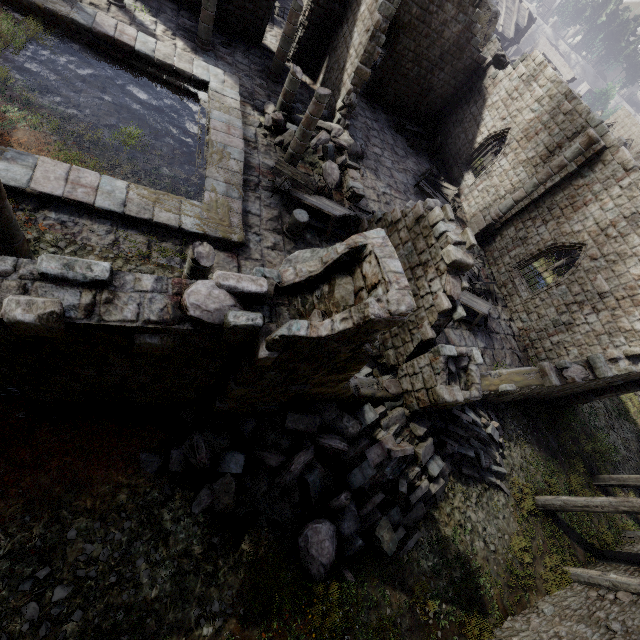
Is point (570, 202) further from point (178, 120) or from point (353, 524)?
point (178, 120)

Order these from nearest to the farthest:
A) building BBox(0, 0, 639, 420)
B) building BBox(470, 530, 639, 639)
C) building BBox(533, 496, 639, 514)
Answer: building BBox(0, 0, 639, 420), building BBox(470, 530, 639, 639), building BBox(533, 496, 639, 514)

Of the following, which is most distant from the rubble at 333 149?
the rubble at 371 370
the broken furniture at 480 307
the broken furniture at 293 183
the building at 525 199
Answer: the rubble at 371 370

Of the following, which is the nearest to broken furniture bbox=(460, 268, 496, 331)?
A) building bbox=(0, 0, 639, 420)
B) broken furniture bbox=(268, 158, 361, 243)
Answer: building bbox=(0, 0, 639, 420)

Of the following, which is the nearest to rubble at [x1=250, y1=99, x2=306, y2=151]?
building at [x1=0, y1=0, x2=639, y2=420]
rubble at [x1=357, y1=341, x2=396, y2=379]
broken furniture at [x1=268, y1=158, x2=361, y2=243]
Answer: building at [x1=0, y1=0, x2=639, y2=420]

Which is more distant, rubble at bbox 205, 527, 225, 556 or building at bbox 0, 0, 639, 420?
rubble at bbox 205, 527, 225, 556

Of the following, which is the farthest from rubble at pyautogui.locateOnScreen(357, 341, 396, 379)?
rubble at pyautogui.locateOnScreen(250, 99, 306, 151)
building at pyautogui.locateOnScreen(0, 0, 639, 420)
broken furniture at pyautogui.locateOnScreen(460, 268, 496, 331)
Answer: rubble at pyautogui.locateOnScreen(250, 99, 306, 151)

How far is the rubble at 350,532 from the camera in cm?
656
